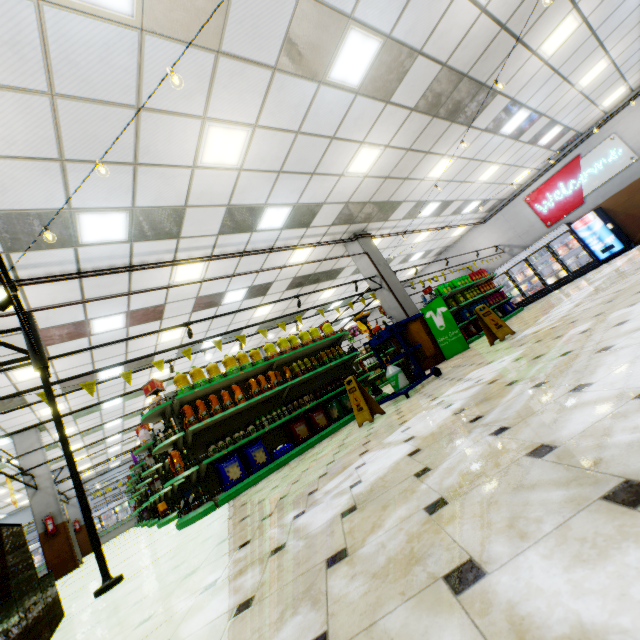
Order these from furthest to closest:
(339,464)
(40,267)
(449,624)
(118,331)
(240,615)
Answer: (118,331) < (40,267) < (339,464) < (240,615) < (449,624)

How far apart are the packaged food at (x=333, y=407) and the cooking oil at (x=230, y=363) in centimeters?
212cm

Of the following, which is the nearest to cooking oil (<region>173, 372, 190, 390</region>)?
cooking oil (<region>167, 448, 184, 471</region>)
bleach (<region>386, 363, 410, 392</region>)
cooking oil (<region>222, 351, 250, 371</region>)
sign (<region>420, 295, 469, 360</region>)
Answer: cooking oil (<region>222, 351, 250, 371</region>)

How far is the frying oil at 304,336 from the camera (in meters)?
7.64

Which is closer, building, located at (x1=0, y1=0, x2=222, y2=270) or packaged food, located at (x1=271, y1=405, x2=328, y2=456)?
building, located at (x1=0, y1=0, x2=222, y2=270)

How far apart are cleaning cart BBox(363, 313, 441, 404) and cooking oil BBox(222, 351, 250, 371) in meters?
2.6

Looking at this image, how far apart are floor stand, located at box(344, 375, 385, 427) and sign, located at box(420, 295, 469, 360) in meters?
4.8

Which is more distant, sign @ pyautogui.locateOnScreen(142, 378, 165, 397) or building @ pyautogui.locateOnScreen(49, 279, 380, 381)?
building @ pyautogui.locateOnScreen(49, 279, 380, 381)
